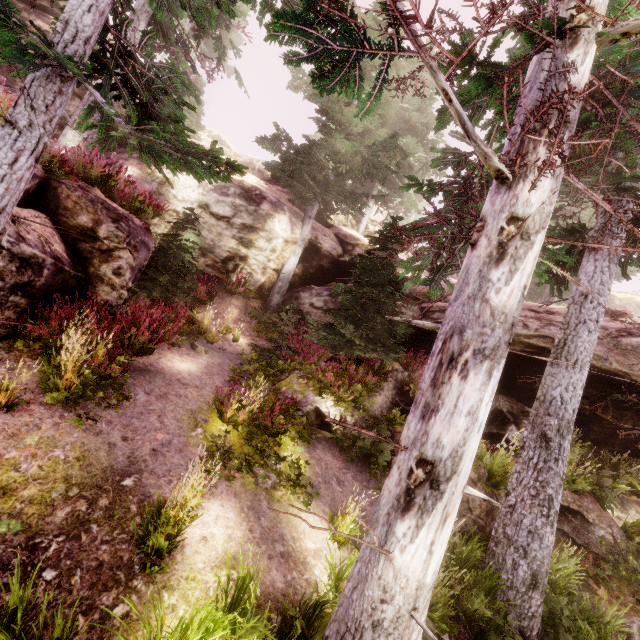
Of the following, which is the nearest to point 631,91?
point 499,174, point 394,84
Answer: point 499,174

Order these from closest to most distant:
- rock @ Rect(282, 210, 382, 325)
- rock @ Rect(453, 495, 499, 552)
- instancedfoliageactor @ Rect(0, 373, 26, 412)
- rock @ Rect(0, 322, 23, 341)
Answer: instancedfoliageactor @ Rect(0, 373, 26, 412)
rock @ Rect(0, 322, 23, 341)
rock @ Rect(453, 495, 499, 552)
rock @ Rect(282, 210, 382, 325)

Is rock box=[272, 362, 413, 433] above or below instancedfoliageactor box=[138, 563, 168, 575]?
above

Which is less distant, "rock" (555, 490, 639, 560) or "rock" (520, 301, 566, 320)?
"rock" (555, 490, 639, 560)

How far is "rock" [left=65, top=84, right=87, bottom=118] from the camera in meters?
13.2

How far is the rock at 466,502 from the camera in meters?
6.7 m

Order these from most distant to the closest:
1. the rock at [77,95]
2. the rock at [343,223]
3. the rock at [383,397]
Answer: the rock at [343,223] → the rock at [77,95] → the rock at [383,397]
